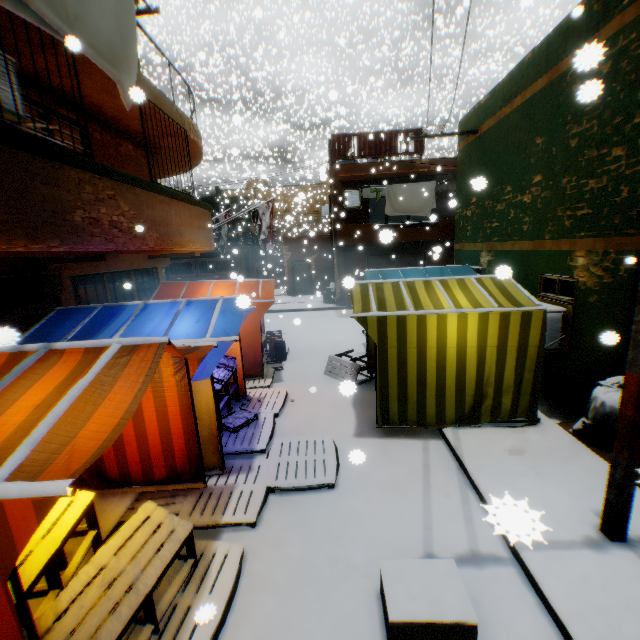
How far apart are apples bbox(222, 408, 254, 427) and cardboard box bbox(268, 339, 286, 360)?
3.3 meters

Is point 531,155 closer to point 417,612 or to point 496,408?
point 496,408

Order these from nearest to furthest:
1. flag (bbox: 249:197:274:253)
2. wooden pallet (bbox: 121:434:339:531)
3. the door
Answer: wooden pallet (bbox: 121:434:339:531)
flag (bbox: 249:197:274:253)
the door

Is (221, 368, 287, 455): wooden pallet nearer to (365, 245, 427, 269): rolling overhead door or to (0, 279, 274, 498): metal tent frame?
(0, 279, 274, 498): metal tent frame

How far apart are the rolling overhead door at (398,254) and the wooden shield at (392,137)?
0.33m

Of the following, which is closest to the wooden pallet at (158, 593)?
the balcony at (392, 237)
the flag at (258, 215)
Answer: the balcony at (392, 237)

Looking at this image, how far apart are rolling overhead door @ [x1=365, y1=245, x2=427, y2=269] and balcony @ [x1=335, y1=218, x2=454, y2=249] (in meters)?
0.02

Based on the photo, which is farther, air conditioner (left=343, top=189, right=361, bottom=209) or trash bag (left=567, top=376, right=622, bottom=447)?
air conditioner (left=343, top=189, right=361, bottom=209)
